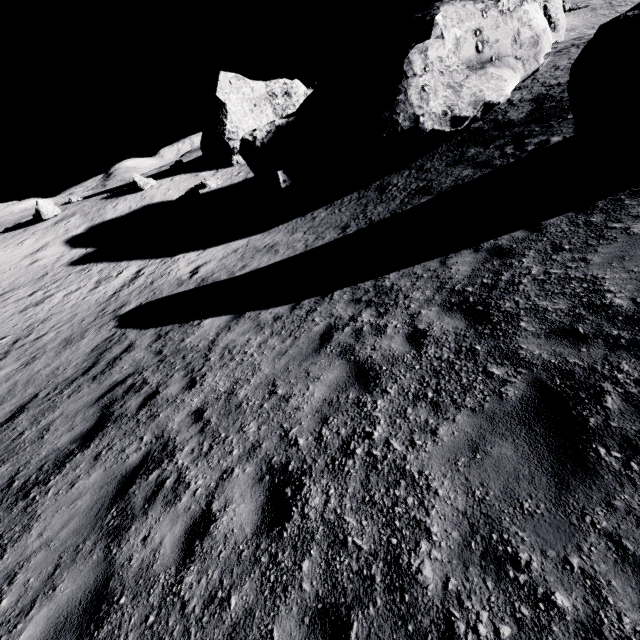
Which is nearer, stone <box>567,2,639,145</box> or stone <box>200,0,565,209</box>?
stone <box>567,2,639,145</box>

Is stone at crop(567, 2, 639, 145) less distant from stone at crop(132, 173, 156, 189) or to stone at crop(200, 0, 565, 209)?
stone at crop(200, 0, 565, 209)

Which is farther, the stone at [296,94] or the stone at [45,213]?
the stone at [45,213]

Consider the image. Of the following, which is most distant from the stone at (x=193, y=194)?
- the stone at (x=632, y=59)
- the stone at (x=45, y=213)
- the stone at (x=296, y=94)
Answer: the stone at (x=632, y=59)

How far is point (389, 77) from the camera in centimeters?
1528cm

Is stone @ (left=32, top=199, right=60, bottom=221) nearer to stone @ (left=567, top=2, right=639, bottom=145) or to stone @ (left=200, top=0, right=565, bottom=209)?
stone @ (left=200, top=0, right=565, bottom=209)

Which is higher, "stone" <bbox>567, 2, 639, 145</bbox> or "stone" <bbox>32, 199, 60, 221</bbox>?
"stone" <bbox>32, 199, 60, 221</bbox>

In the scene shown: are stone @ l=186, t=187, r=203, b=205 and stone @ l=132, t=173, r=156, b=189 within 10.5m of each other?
yes
